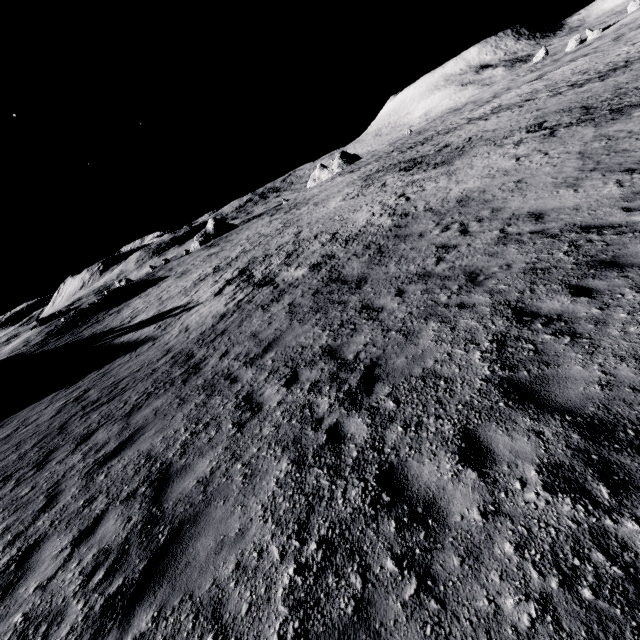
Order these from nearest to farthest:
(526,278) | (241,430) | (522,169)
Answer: (241,430), (526,278), (522,169)
